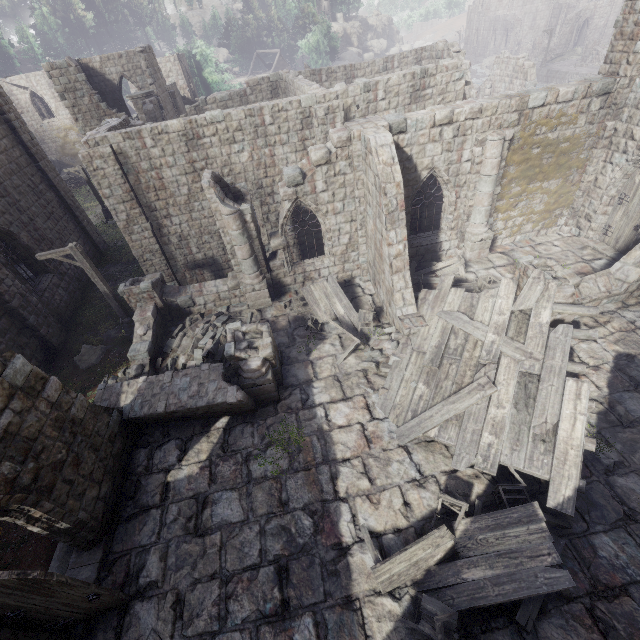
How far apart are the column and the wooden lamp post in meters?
17.4 m

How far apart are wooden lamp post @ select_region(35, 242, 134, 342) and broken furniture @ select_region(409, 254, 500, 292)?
12.1 meters

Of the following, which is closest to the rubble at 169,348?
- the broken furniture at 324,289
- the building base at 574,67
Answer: the broken furniture at 324,289

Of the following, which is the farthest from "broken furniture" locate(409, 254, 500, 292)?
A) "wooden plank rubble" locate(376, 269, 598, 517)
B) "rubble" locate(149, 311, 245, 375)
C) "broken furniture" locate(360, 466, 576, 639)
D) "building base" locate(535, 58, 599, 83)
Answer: "building base" locate(535, 58, 599, 83)

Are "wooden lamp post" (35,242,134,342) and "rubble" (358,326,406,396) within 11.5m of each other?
yes

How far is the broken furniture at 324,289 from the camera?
12.0 meters

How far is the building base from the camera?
45.4 meters

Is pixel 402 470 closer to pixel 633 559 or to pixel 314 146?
pixel 633 559
